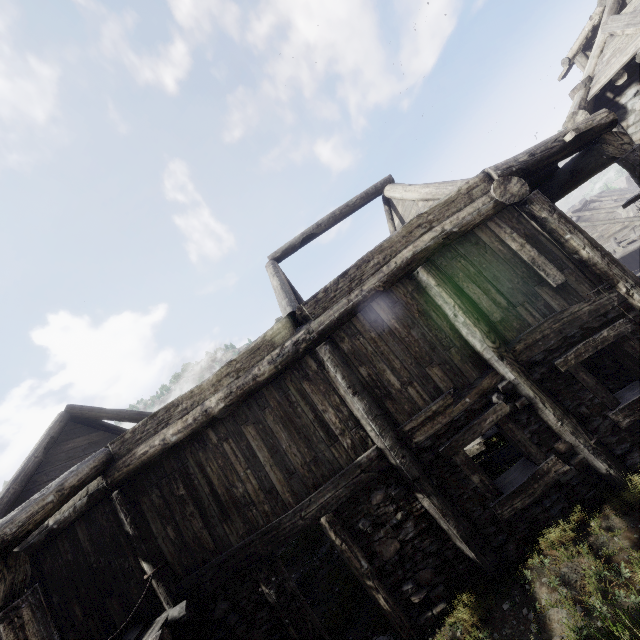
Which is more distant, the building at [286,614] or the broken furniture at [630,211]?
the broken furniture at [630,211]

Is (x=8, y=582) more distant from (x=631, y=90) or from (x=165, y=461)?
(x=631, y=90)

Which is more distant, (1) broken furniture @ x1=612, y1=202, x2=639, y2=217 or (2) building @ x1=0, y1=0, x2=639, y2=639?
(1) broken furniture @ x1=612, y1=202, x2=639, y2=217

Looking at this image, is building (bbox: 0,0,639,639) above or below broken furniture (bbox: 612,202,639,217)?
above

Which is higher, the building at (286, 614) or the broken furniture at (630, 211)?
the building at (286, 614)
